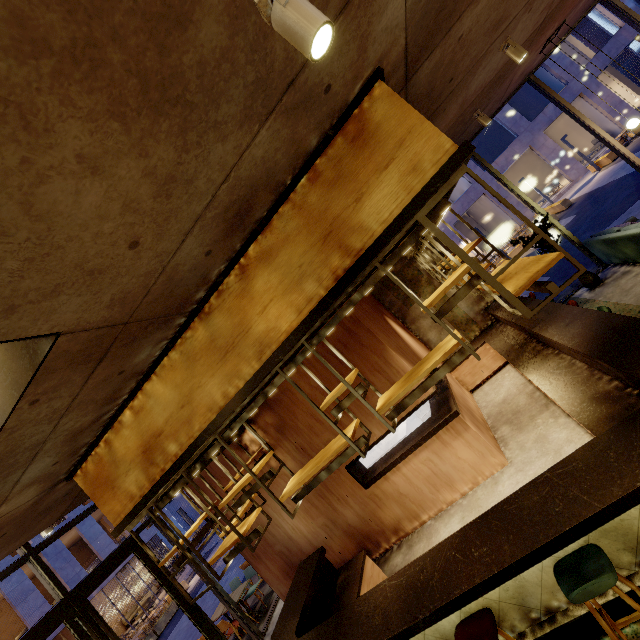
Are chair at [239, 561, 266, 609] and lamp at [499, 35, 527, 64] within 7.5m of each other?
no

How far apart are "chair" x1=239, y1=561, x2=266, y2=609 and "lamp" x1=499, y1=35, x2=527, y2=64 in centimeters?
1197cm

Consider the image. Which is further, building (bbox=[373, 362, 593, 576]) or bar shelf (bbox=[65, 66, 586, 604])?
building (bbox=[373, 362, 593, 576])

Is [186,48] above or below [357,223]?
above

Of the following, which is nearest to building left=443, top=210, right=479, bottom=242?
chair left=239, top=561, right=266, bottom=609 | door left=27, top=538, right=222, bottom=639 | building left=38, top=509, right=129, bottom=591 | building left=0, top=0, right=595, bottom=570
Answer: building left=38, top=509, right=129, bottom=591

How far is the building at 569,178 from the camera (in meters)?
21.69

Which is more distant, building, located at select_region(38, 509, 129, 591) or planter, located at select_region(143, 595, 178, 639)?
building, located at select_region(38, 509, 129, 591)

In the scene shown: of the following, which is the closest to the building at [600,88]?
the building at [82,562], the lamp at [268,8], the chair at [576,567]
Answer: the building at [82,562]
